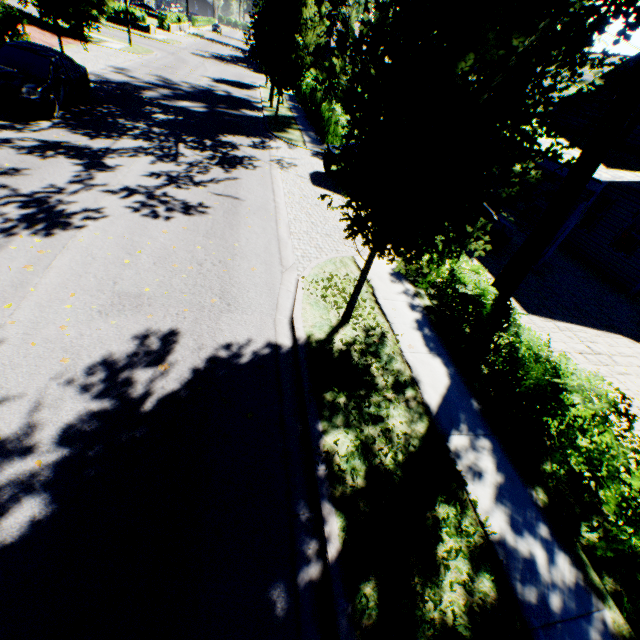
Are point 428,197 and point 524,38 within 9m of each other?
yes

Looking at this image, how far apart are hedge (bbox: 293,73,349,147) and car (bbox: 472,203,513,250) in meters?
10.6

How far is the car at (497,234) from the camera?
11.27m

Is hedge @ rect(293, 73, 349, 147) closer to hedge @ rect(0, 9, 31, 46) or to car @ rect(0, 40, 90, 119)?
car @ rect(0, 40, 90, 119)

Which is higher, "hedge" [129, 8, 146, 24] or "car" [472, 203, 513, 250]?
"hedge" [129, 8, 146, 24]

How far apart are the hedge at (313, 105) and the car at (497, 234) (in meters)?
10.63

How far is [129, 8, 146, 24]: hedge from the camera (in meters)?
36.34

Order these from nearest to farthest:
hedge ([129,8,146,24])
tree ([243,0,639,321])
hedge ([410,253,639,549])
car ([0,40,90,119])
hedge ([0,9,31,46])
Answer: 1. tree ([243,0,639,321])
2. hedge ([410,253,639,549])
3. car ([0,40,90,119])
4. hedge ([0,9,31,46])
5. hedge ([129,8,146,24])
